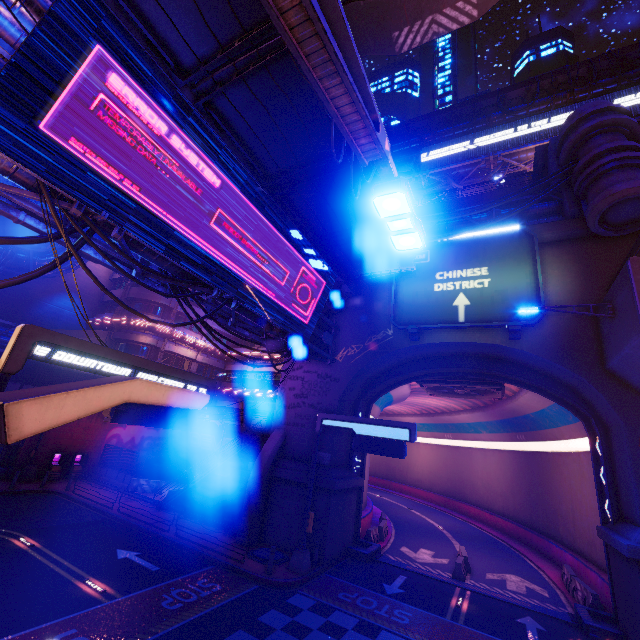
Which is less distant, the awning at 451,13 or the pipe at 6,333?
the awning at 451,13

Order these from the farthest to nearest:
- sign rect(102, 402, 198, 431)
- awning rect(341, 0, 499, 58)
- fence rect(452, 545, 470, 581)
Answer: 1. fence rect(452, 545, 470, 581)
2. sign rect(102, 402, 198, 431)
3. awning rect(341, 0, 499, 58)

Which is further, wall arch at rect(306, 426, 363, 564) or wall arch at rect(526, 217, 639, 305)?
wall arch at rect(306, 426, 363, 564)

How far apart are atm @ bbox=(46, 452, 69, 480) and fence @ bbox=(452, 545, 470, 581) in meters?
28.9 m

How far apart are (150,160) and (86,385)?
9.5m

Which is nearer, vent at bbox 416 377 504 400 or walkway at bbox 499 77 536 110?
vent at bbox 416 377 504 400

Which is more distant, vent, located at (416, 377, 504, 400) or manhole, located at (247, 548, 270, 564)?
vent, located at (416, 377, 504, 400)

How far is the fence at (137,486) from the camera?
25.42m
